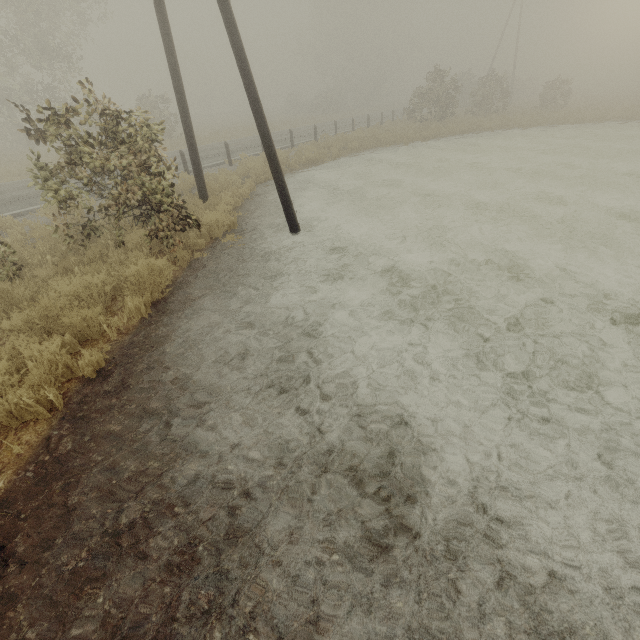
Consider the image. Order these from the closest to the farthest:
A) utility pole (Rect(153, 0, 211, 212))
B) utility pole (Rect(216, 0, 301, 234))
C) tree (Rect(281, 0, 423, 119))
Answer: utility pole (Rect(216, 0, 301, 234)) < utility pole (Rect(153, 0, 211, 212)) < tree (Rect(281, 0, 423, 119))

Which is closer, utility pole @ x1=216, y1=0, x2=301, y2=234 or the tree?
utility pole @ x1=216, y1=0, x2=301, y2=234

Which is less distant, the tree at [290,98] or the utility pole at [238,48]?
the utility pole at [238,48]

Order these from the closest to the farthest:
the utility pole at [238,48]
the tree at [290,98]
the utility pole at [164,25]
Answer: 1. the utility pole at [238,48]
2. the utility pole at [164,25]
3. the tree at [290,98]

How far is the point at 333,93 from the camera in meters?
45.6 m

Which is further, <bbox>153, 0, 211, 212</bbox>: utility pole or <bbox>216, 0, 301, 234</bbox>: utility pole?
<bbox>153, 0, 211, 212</bbox>: utility pole
